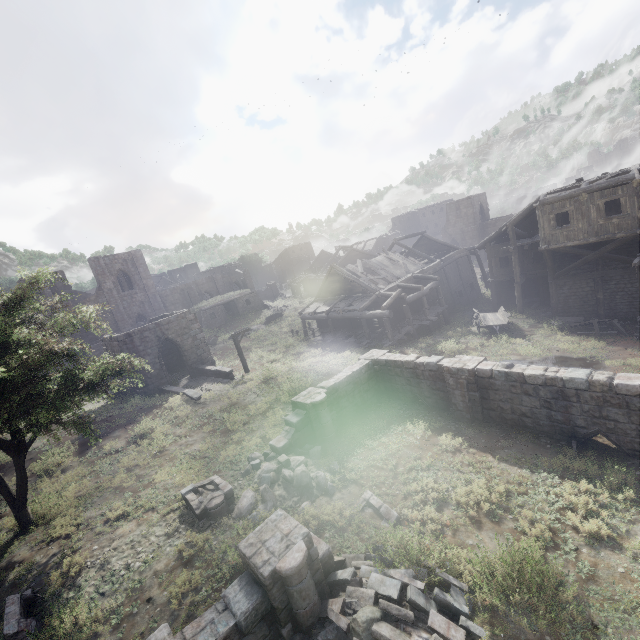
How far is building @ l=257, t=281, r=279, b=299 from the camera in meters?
56.2 m

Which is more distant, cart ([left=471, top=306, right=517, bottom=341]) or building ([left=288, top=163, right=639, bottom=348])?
cart ([left=471, top=306, right=517, bottom=341])

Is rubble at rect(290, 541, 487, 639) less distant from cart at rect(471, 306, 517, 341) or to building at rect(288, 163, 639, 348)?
building at rect(288, 163, 639, 348)

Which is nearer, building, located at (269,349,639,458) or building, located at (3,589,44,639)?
building, located at (3,589,44,639)

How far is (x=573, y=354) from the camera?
17.81m

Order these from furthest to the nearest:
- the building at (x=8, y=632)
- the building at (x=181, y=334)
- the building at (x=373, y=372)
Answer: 1. the building at (x=181, y=334)
2. the building at (x=373, y=372)
3. the building at (x=8, y=632)

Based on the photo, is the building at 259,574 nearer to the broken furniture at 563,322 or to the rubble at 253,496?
the rubble at 253,496

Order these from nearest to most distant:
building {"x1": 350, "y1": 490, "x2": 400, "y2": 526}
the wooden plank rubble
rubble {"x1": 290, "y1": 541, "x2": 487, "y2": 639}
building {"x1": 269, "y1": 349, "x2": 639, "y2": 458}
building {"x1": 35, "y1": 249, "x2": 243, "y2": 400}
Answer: rubble {"x1": 290, "y1": 541, "x2": 487, "y2": 639} → building {"x1": 350, "y1": 490, "x2": 400, "y2": 526} → building {"x1": 269, "y1": 349, "x2": 639, "y2": 458} → building {"x1": 35, "y1": 249, "x2": 243, "y2": 400} → the wooden plank rubble
